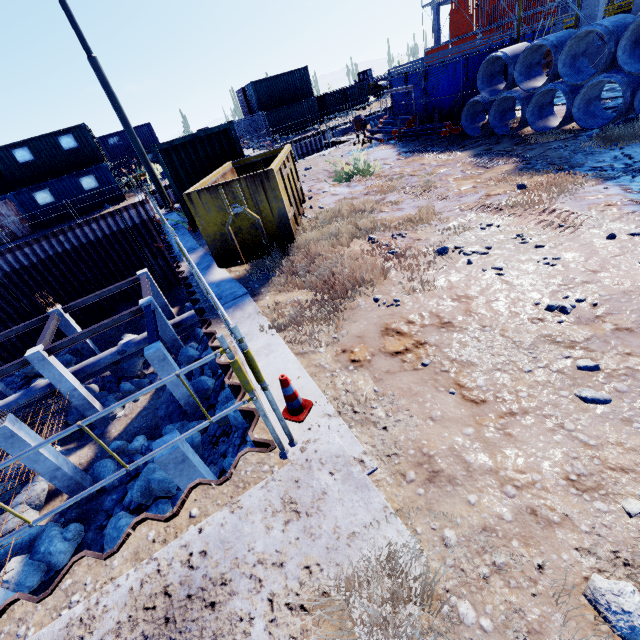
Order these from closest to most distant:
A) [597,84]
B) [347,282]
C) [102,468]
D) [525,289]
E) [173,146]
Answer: [525,289]
[347,282]
[597,84]
[173,146]
[102,468]

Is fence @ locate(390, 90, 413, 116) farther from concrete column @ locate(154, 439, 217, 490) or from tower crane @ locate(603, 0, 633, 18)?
concrete column @ locate(154, 439, 217, 490)

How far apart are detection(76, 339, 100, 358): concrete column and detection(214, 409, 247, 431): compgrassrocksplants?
12.2m

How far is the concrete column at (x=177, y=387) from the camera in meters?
12.3 m

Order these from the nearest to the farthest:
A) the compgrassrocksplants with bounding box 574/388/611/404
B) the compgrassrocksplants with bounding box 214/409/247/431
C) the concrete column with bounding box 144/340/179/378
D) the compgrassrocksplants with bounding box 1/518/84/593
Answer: the compgrassrocksplants with bounding box 574/388/611/404
the compgrassrocksplants with bounding box 1/518/84/593
the compgrassrocksplants with bounding box 214/409/247/431
the concrete column with bounding box 144/340/179/378

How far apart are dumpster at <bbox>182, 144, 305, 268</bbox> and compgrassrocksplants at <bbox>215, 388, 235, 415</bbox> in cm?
551

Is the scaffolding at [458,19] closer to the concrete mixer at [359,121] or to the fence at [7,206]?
the concrete mixer at [359,121]

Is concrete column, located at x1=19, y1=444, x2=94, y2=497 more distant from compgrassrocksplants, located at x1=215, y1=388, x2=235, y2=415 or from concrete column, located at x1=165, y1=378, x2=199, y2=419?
compgrassrocksplants, located at x1=215, y1=388, x2=235, y2=415
